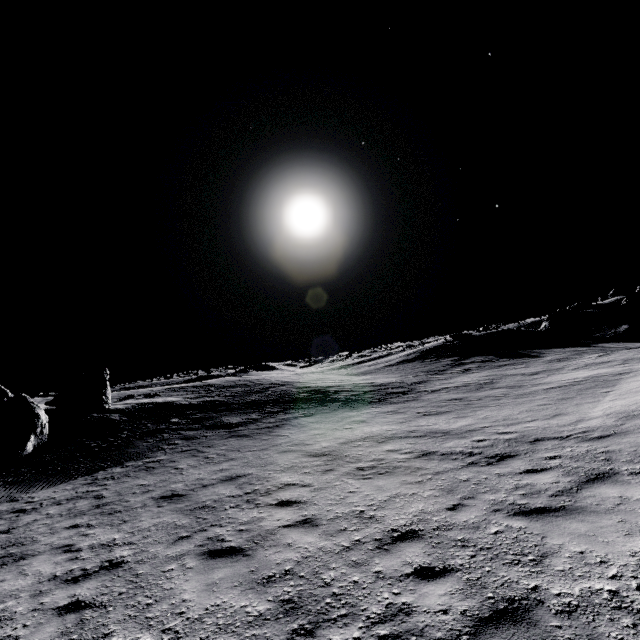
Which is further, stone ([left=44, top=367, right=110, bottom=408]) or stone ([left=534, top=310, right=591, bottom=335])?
stone ([left=534, top=310, right=591, bottom=335])

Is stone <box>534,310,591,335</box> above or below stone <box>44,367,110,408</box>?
below

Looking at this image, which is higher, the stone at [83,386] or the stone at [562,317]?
the stone at [83,386]

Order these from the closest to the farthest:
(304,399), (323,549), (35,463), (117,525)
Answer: (323,549), (117,525), (35,463), (304,399)

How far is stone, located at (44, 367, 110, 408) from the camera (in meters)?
20.97

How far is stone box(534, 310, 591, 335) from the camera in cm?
3584

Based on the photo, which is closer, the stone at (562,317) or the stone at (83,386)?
the stone at (83,386)
